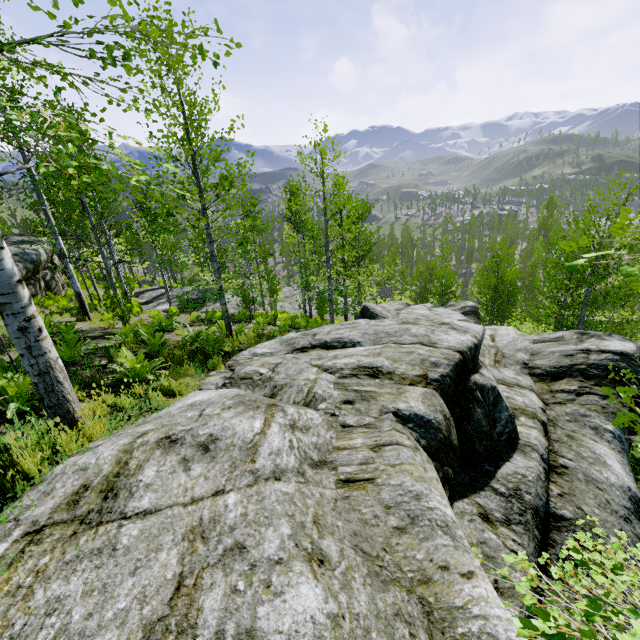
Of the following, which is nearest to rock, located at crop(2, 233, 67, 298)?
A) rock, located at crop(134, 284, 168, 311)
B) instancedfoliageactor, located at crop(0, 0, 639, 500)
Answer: rock, located at crop(134, 284, 168, 311)

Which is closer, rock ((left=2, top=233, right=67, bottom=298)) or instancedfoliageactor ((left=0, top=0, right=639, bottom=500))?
instancedfoliageactor ((left=0, top=0, right=639, bottom=500))

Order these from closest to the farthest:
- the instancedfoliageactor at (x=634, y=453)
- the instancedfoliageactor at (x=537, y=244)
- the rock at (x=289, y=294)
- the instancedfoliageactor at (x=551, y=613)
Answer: the instancedfoliageactor at (x=551, y=613) → the instancedfoliageactor at (x=634, y=453) → the instancedfoliageactor at (x=537, y=244) → the rock at (x=289, y=294)

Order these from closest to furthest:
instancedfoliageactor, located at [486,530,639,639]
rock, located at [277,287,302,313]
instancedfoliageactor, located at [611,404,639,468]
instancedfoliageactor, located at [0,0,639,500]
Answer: instancedfoliageactor, located at [486,530,639,639]
instancedfoliageactor, located at [611,404,639,468]
instancedfoliageactor, located at [0,0,639,500]
rock, located at [277,287,302,313]

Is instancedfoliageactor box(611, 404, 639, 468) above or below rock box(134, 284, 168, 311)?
below

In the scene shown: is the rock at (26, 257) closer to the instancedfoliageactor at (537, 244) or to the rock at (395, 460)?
the rock at (395, 460)

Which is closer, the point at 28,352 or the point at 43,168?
the point at 43,168
